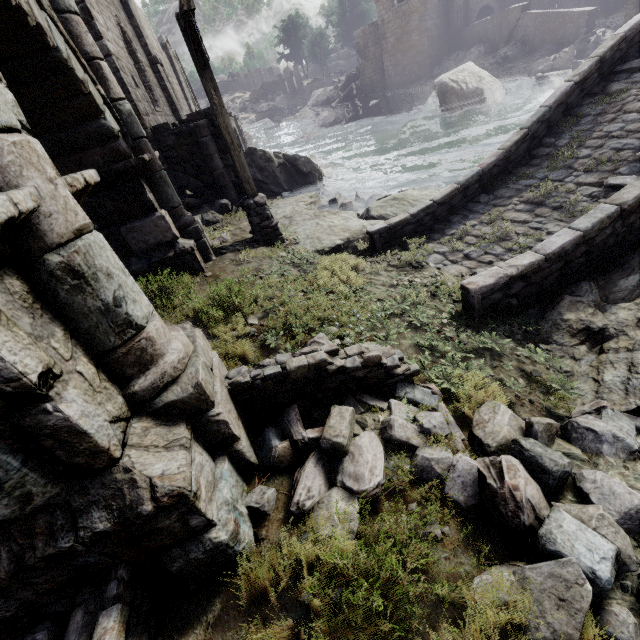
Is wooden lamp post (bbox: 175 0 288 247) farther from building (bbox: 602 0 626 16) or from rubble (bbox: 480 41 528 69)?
rubble (bbox: 480 41 528 69)

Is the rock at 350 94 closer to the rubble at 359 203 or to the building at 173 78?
the building at 173 78

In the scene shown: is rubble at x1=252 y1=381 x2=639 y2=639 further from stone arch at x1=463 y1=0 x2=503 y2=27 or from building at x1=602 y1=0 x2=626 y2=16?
stone arch at x1=463 y1=0 x2=503 y2=27

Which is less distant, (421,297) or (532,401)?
(532,401)

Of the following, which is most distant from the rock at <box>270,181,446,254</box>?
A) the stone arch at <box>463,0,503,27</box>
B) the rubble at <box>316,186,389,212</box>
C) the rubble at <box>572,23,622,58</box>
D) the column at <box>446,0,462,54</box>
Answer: the stone arch at <box>463,0,503,27</box>

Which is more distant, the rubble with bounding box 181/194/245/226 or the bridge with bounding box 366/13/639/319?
the rubble with bounding box 181/194/245/226

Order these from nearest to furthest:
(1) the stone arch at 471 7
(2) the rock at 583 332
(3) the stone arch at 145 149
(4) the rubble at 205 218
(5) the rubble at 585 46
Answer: (3) the stone arch at 145 149 < (2) the rock at 583 332 < (4) the rubble at 205 218 < (5) the rubble at 585 46 < (1) the stone arch at 471 7

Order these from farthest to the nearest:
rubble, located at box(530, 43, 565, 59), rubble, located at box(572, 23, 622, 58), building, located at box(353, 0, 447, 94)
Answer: building, located at box(353, 0, 447, 94), rubble, located at box(530, 43, 565, 59), rubble, located at box(572, 23, 622, 58)
